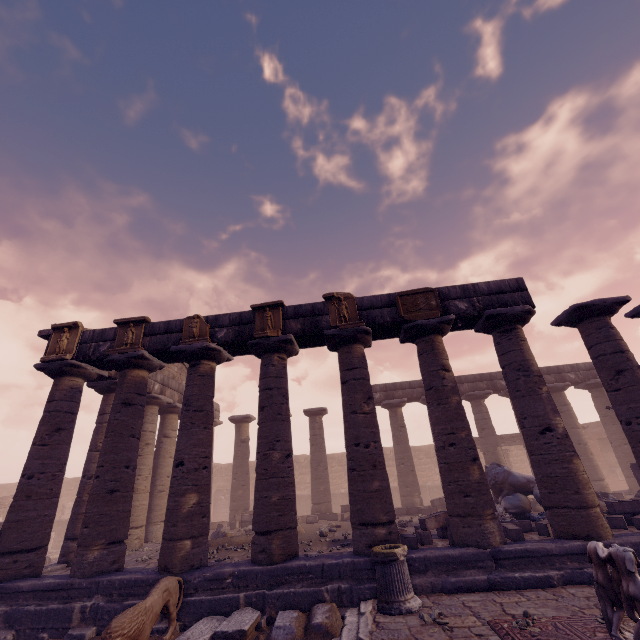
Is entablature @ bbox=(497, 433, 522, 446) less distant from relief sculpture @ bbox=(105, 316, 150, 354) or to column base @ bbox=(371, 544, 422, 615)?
column base @ bbox=(371, 544, 422, 615)

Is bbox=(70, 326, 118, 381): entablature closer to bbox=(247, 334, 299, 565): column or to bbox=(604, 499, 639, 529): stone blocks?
bbox=(247, 334, 299, 565): column

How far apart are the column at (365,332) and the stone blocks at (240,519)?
8.6m

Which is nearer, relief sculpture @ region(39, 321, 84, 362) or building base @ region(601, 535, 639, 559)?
building base @ region(601, 535, 639, 559)

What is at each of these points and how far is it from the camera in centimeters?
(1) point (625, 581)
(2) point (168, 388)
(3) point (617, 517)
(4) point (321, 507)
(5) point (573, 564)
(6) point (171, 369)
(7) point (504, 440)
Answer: (1) sculpture, 379cm
(2) entablature, 1481cm
(3) stone blocks, 805cm
(4) column, 1636cm
(5) building base, 642cm
(6) pediment, 1611cm
(7) entablature, 2070cm

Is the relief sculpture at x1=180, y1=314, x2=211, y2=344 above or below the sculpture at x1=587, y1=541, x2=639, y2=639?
above

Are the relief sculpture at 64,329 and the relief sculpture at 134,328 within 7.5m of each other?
yes

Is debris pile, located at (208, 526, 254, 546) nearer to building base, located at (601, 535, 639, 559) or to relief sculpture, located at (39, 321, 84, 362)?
building base, located at (601, 535, 639, 559)
